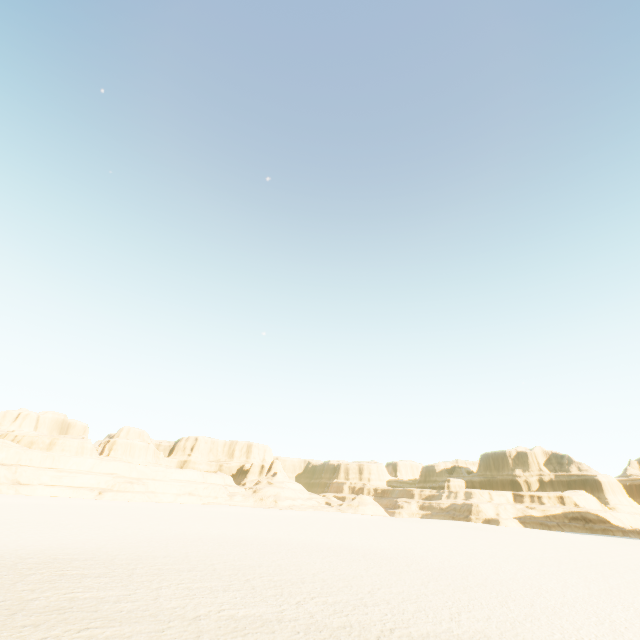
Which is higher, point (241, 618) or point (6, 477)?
point (6, 477)
